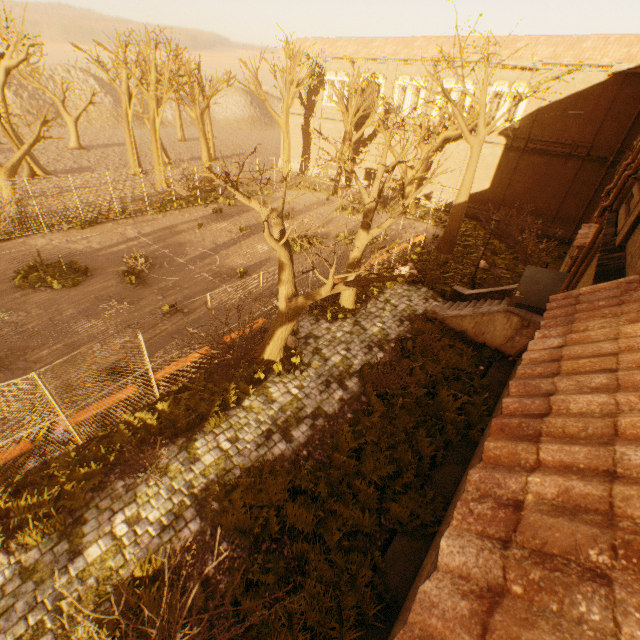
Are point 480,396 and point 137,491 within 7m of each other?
no

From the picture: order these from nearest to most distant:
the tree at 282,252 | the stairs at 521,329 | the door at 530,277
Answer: the tree at 282,252 < the door at 530,277 < the stairs at 521,329

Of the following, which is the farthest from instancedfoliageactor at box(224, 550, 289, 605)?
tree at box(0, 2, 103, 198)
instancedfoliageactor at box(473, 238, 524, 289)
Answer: instancedfoliageactor at box(473, 238, 524, 289)

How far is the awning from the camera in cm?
981

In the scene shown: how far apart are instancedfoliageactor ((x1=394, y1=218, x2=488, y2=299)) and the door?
7.3 meters

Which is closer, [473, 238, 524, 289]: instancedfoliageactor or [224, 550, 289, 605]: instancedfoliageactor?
[224, 550, 289, 605]: instancedfoliageactor

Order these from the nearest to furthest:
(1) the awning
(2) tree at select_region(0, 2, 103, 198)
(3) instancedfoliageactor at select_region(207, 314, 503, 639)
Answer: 1. (3) instancedfoliageactor at select_region(207, 314, 503, 639)
2. (1) the awning
3. (2) tree at select_region(0, 2, 103, 198)

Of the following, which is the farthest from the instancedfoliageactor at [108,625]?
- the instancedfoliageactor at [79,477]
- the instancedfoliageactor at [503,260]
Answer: the instancedfoliageactor at [503,260]
